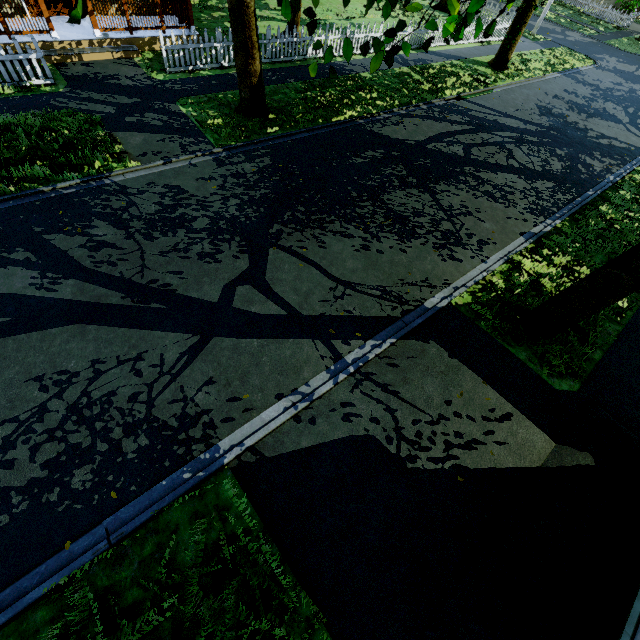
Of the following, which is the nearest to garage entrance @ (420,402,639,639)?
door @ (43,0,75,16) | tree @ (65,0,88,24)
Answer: tree @ (65,0,88,24)

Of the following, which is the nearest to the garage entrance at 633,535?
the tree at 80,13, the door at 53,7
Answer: the tree at 80,13

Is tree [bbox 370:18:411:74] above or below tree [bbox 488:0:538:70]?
above

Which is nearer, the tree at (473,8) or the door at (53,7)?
the tree at (473,8)

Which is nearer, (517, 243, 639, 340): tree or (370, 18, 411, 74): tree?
(370, 18, 411, 74): tree

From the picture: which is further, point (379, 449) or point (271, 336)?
point (271, 336)
